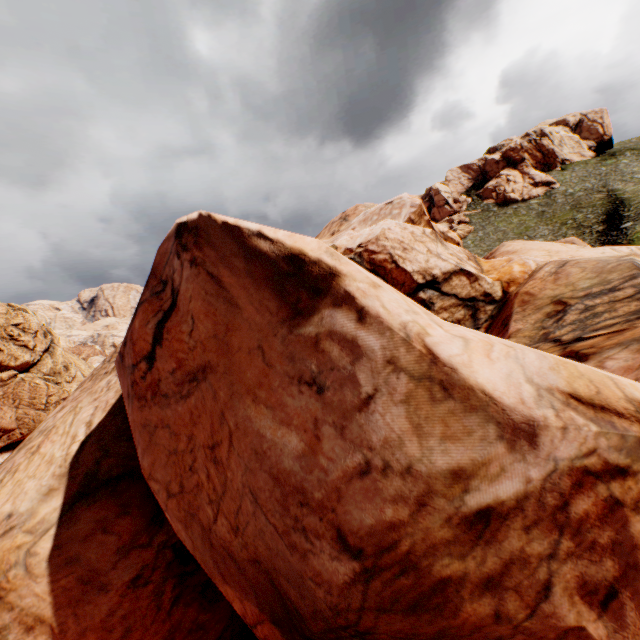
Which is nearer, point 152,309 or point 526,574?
point 526,574
